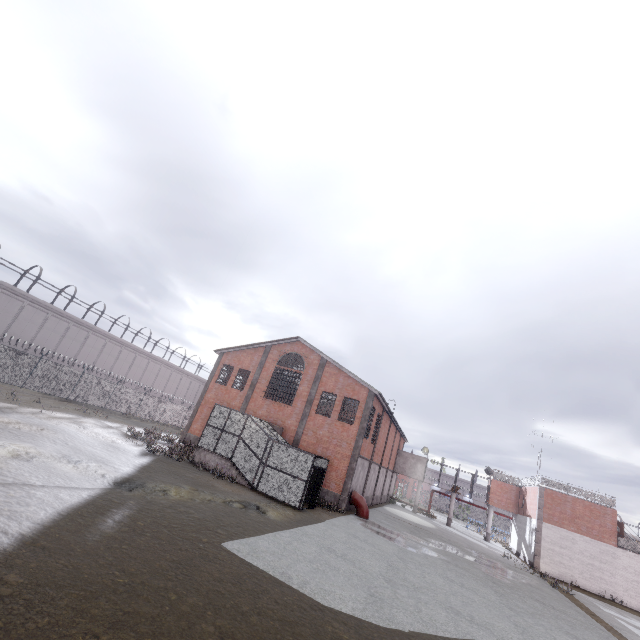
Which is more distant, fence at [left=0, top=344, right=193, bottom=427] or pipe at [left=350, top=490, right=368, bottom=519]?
fence at [left=0, top=344, right=193, bottom=427]

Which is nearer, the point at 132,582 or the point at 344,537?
the point at 132,582

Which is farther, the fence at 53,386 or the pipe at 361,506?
the fence at 53,386

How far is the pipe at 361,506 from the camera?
23.56m

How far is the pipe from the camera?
23.56m
